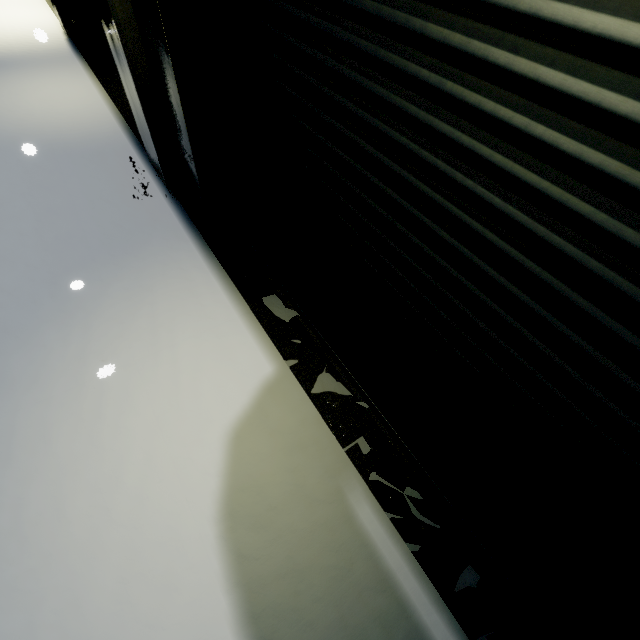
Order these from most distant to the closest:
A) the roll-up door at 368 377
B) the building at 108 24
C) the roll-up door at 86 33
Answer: the roll-up door at 86 33
the building at 108 24
the roll-up door at 368 377

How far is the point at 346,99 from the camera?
1.78m

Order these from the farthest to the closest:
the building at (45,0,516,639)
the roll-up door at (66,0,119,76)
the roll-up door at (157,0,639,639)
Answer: the roll-up door at (66,0,119,76), the building at (45,0,516,639), the roll-up door at (157,0,639,639)

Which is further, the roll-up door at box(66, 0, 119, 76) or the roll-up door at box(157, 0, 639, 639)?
the roll-up door at box(66, 0, 119, 76)

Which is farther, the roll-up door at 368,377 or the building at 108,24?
the building at 108,24

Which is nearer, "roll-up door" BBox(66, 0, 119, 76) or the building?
the building
